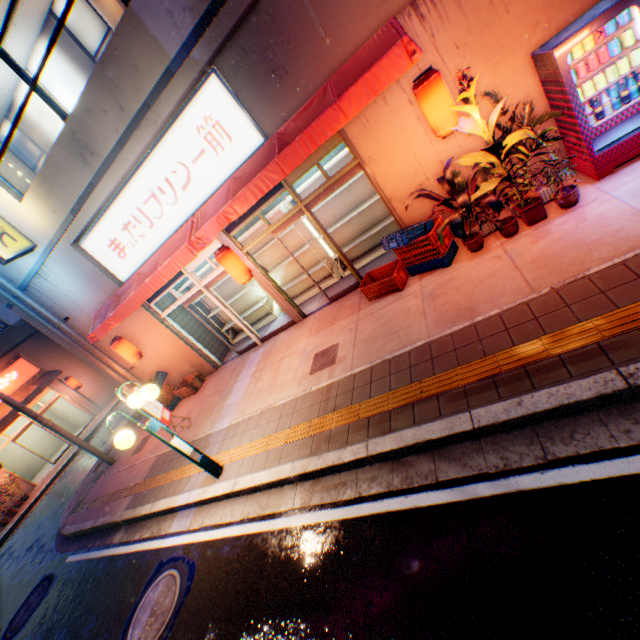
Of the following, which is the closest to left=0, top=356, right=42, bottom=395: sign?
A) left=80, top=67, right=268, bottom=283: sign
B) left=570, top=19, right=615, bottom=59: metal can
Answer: left=80, top=67, right=268, bottom=283: sign

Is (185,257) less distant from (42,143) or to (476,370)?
(42,143)

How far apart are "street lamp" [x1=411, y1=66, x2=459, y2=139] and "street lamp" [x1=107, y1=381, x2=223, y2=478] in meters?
6.3

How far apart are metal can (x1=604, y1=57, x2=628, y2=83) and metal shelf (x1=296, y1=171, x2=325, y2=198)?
3.8 meters

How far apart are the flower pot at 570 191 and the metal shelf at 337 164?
3.4 meters

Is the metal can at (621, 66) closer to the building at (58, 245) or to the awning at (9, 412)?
the building at (58, 245)

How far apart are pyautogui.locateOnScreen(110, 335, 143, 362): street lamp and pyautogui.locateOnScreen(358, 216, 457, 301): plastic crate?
7.41m

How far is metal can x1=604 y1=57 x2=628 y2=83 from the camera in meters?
4.3 m
